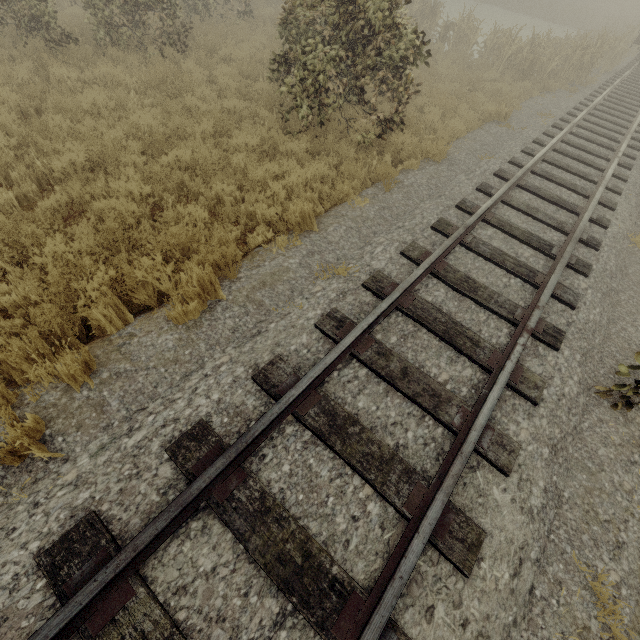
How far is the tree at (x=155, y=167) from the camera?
5.50m

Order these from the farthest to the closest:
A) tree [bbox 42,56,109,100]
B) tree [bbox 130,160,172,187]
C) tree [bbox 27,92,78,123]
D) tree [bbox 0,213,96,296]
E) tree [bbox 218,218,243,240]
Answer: tree [bbox 42,56,109,100] < tree [bbox 27,92,78,123] < tree [bbox 130,160,172,187] < tree [bbox 218,218,243,240] < tree [bbox 0,213,96,296]

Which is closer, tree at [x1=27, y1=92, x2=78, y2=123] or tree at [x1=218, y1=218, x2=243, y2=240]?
tree at [x1=218, y1=218, x2=243, y2=240]

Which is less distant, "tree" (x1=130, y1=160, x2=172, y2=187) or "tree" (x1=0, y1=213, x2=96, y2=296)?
"tree" (x1=0, y1=213, x2=96, y2=296)

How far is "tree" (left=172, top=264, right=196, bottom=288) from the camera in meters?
3.8 m

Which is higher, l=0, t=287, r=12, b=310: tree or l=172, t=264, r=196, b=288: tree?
l=172, t=264, r=196, b=288: tree

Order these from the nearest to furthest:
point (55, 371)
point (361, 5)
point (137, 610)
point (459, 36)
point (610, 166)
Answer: point (137, 610) → point (55, 371) → point (361, 5) → point (610, 166) → point (459, 36)

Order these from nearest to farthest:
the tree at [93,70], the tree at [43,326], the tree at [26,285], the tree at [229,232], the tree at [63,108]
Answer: the tree at [43,326] → the tree at [26,285] → the tree at [229,232] → the tree at [63,108] → the tree at [93,70]
